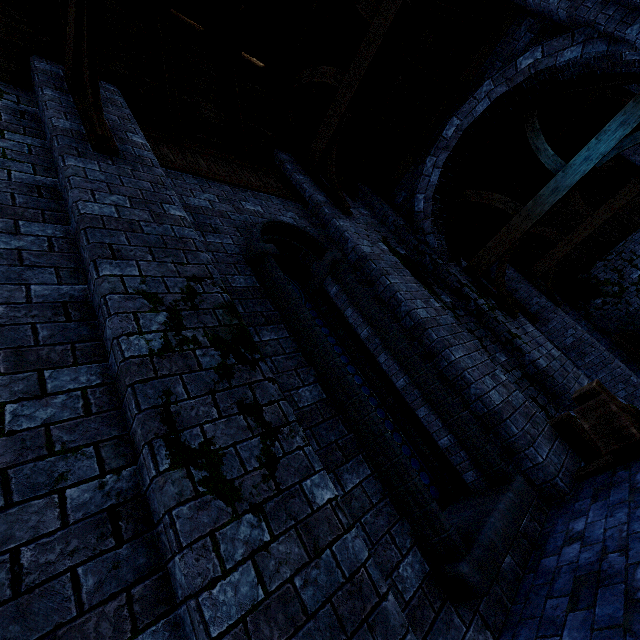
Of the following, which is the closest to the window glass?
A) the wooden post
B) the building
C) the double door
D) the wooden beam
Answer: the building

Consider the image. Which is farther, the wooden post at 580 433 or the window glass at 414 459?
the wooden post at 580 433

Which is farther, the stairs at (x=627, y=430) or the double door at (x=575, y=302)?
the double door at (x=575, y=302)

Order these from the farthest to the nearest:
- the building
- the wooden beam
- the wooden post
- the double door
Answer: the double door < the wooden post < the wooden beam < the building

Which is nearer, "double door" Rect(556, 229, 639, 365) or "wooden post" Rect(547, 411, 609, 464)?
"wooden post" Rect(547, 411, 609, 464)

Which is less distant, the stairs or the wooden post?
the stairs

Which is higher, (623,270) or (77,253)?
(77,253)

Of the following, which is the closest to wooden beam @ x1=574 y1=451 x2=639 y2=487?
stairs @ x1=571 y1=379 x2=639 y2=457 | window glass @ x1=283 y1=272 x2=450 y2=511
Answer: stairs @ x1=571 y1=379 x2=639 y2=457
